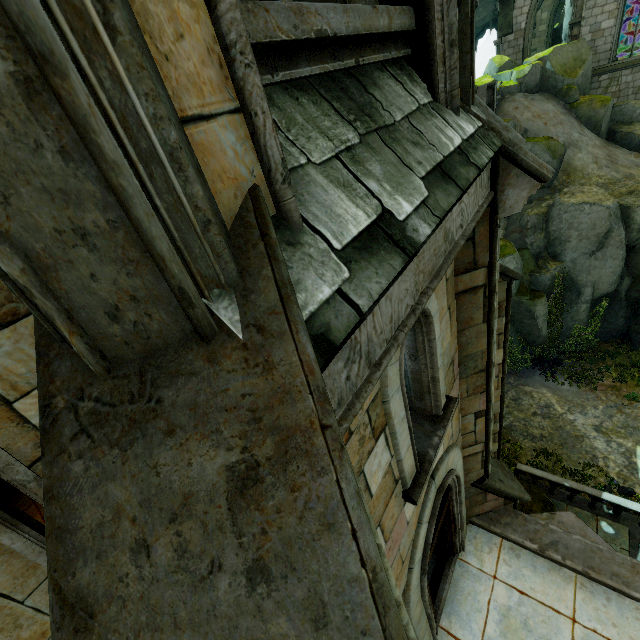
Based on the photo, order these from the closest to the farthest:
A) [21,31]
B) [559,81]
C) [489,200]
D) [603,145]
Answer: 1. [21,31]
2. [489,200]
3. [603,145]
4. [559,81]

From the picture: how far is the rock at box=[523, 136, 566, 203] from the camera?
19.0 meters

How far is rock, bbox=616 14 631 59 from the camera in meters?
27.9 m

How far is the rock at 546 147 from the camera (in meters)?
18.97

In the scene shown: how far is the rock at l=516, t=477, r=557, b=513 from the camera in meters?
10.7 m

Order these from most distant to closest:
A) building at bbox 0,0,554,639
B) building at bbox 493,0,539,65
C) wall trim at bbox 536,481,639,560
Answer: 1. building at bbox 493,0,539,65
2. wall trim at bbox 536,481,639,560
3. building at bbox 0,0,554,639

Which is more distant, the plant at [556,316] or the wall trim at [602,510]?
the plant at [556,316]

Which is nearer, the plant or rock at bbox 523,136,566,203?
the plant
